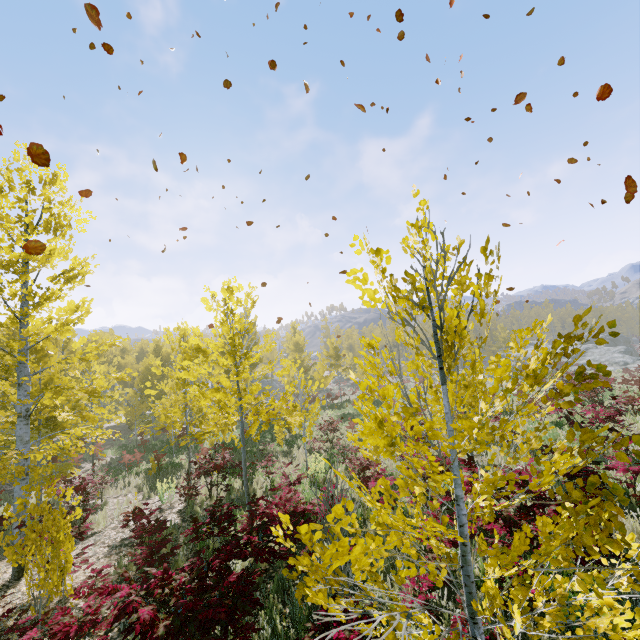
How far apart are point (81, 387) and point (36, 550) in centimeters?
307cm

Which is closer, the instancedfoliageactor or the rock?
the instancedfoliageactor

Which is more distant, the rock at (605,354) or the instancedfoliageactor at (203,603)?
the rock at (605,354)
